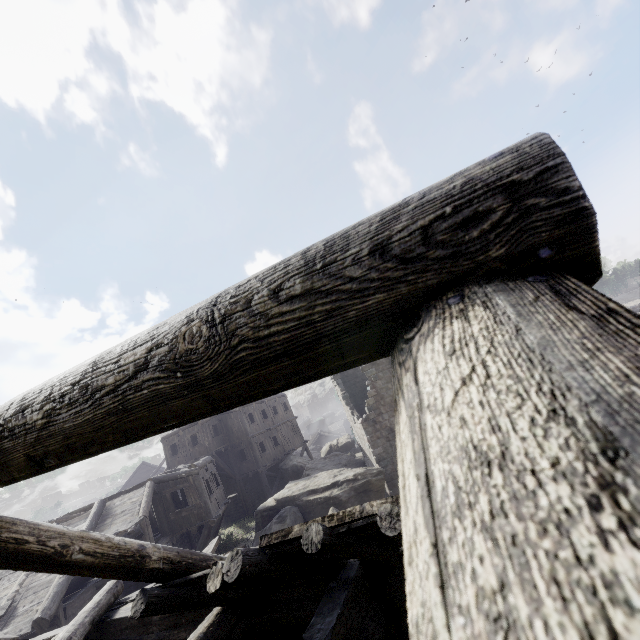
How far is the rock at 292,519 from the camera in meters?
16.9

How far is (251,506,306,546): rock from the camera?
16.94m

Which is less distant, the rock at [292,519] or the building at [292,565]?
the building at [292,565]

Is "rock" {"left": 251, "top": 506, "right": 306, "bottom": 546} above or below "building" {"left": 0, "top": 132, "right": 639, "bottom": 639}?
below

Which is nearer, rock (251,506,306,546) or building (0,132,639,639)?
building (0,132,639,639)

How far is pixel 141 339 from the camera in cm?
127
